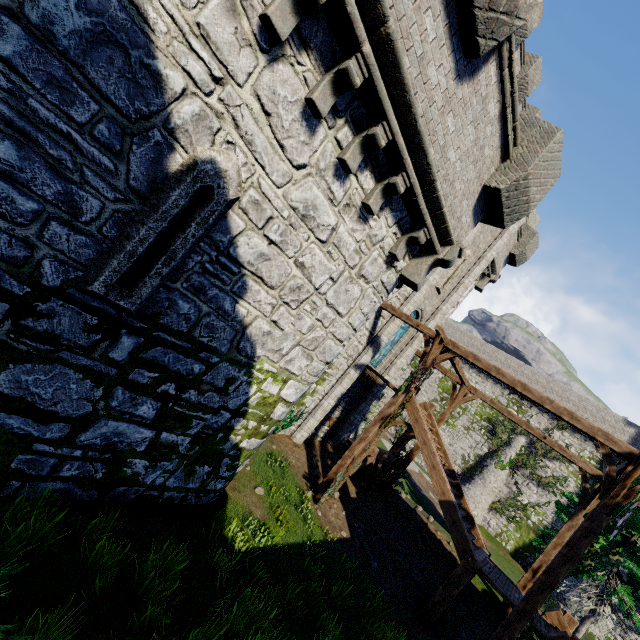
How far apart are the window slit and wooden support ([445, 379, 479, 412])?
14.63m

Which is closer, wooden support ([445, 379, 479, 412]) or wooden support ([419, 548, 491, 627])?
wooden support ([419, 548, 491, 627])

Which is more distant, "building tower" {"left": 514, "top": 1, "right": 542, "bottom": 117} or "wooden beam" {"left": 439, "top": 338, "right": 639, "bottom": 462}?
"building tower" {"left": 514, "top": 1, "right": 542, "bottom": 117}

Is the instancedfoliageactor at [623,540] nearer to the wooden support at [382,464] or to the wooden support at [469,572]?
the wooden support at [469,572]

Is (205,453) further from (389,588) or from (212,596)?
(389,588)

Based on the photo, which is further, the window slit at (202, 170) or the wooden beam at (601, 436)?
the wooden beam at (601, 436)

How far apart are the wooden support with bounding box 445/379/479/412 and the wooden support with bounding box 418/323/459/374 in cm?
337

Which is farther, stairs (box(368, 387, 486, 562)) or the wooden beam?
stairs (box(368, 387, 486, 562))
